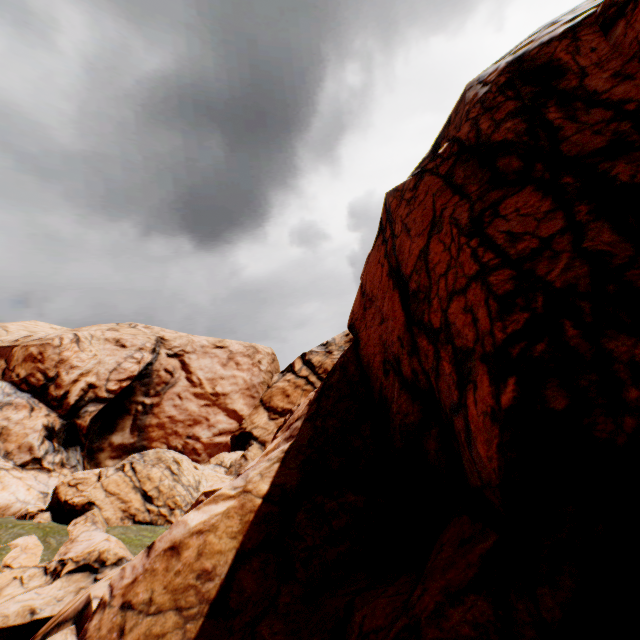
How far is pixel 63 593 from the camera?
13.2m
